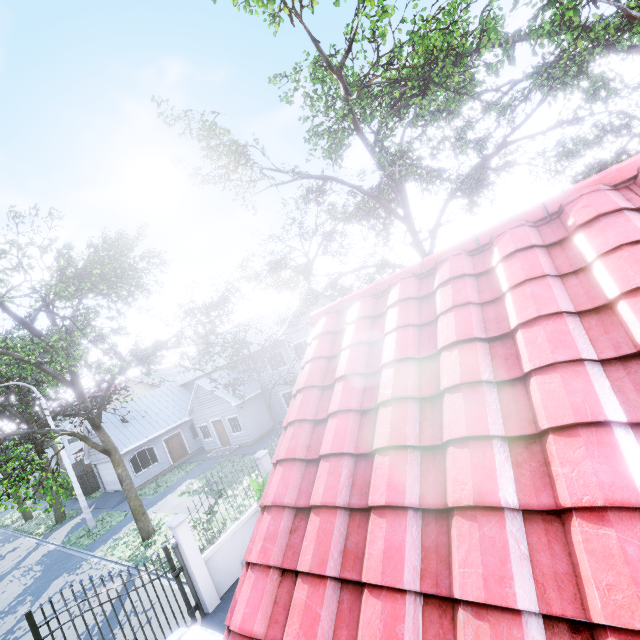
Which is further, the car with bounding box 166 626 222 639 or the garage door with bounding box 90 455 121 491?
the garage door with bounding box 90 455 121 491

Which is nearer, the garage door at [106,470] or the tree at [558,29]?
the tree at [558,29]

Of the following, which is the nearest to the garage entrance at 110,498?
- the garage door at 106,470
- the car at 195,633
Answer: the garage door at 106,470

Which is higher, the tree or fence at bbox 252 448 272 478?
the tree

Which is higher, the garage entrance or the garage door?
the garage door

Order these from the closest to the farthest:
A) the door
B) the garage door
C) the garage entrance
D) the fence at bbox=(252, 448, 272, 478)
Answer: the fence at bbox=(252, 448, 272, 478), the garage entrance, the garage door, the door

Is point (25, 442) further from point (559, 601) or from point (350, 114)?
point (559, 601)

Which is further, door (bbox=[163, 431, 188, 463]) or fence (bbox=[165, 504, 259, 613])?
door (bbox=[163, 431, 188, 463])
